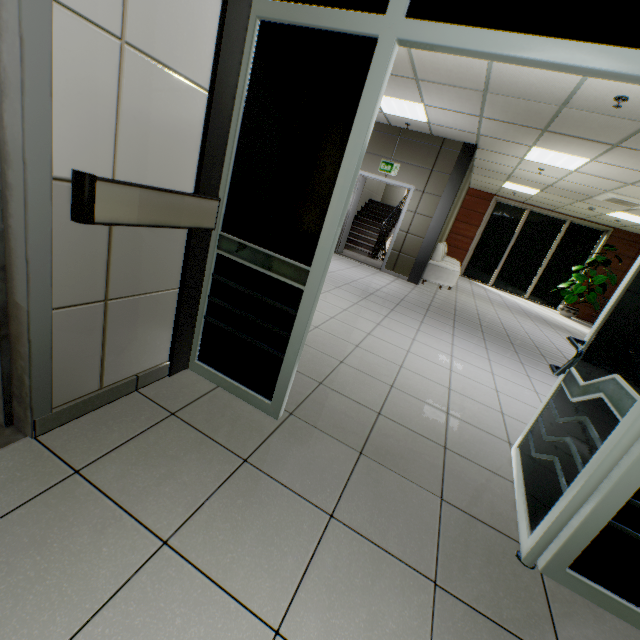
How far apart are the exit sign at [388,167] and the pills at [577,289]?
8.0 meters

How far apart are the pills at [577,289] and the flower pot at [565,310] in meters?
0.1 m

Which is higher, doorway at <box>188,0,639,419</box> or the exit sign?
the exit sign

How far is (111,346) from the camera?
1.6 meters

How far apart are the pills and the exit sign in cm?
800

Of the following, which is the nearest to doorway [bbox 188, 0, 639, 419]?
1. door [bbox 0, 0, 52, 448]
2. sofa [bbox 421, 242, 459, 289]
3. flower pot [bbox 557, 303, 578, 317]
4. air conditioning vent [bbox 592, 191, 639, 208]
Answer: door [bbox 0, 0, 52, 448]

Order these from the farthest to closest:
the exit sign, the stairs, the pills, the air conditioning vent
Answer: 1. the pills
2. the stairs
3. the exit sign
4. the air conditioning vent

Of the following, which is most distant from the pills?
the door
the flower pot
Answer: the door
